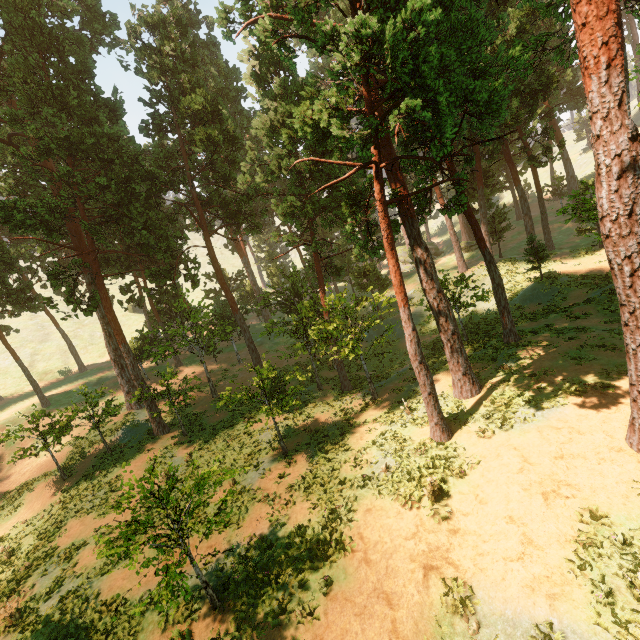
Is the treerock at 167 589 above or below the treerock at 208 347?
below

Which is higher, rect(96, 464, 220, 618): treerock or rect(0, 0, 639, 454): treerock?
rect(0, 0, 639, 454): treerock

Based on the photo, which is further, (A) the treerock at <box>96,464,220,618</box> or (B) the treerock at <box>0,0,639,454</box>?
(B) the treerock at <box>0,0,639,454</box>

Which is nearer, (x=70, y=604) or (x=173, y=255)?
(x=70, y=604)

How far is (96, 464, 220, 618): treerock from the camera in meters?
A: 8.1 m

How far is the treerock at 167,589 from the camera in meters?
8.1
